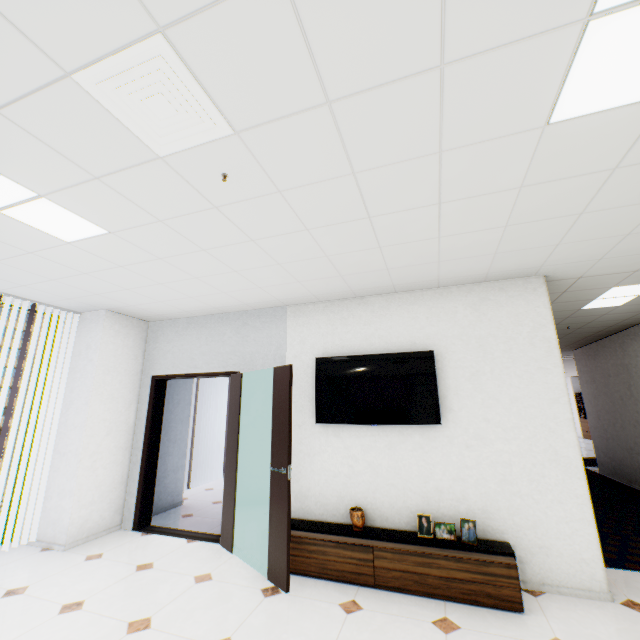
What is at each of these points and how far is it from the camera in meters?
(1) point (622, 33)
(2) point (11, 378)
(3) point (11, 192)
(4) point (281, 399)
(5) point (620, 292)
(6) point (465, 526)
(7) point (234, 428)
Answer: (1) light, 1.2
(2) building, 57.5
(3) light, 2.1
(4) door, 3.4
(5) light, 4.1
(6) picture frame, 3.1
(7) door, 4.1

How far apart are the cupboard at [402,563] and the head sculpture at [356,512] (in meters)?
0.05

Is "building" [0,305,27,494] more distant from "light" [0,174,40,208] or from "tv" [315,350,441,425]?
"tv" [315,350,441,425]

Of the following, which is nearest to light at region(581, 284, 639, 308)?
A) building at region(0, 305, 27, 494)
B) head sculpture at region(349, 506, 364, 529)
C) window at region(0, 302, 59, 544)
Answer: head sculpture at region(349, 506, 364, 529)

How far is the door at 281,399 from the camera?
3.0 meters

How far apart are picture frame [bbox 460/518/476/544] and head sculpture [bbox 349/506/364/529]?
Answer: 0.5m

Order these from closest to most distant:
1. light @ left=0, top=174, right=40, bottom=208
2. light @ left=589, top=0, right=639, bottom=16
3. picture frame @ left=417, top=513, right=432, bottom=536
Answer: light @ left=589, top=0, right=639, bottom=16, light @ left=0, top=174, right=40, bottom=208, picture frame @ left=417, top=513, right=432, bottom=536

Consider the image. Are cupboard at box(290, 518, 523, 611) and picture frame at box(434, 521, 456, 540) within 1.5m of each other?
yes
